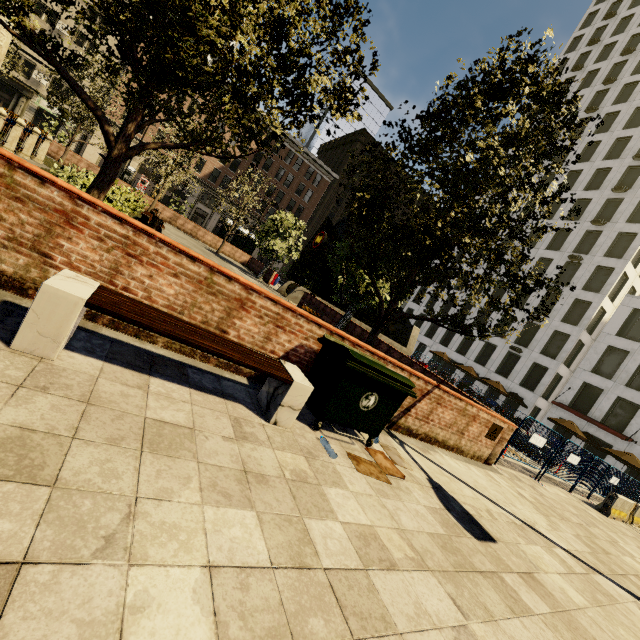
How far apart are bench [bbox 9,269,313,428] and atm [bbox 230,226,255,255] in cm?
3057

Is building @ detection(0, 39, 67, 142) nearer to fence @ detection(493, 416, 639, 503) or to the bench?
fence @ detection(493, 416, 639, 503)

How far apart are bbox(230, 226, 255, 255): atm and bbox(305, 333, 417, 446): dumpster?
30.0m

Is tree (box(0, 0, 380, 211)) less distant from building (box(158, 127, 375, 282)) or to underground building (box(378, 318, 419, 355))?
underground building (box(378, 318, 419, 355))

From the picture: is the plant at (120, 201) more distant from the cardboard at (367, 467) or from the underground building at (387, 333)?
the underground building at (387, 333)

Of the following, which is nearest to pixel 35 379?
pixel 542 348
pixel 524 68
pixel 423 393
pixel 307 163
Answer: pixel 423 393

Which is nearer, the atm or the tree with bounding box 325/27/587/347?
the tree with bounding box 325/27/587/347

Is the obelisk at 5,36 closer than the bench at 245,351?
No
